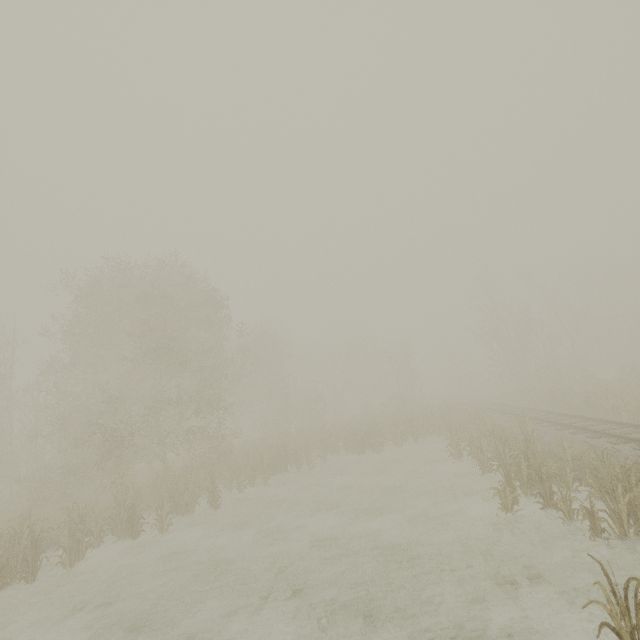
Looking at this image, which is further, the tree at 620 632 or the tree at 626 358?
the tree at 626 358

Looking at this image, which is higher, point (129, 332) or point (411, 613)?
point (129, 332)

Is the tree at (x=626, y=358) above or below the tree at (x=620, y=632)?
above

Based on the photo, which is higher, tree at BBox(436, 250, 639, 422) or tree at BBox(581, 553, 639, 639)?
tree at BBox(436, 250, 639, 422)

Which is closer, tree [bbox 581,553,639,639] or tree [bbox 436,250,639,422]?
tree [bbox 581,553,639,639]
